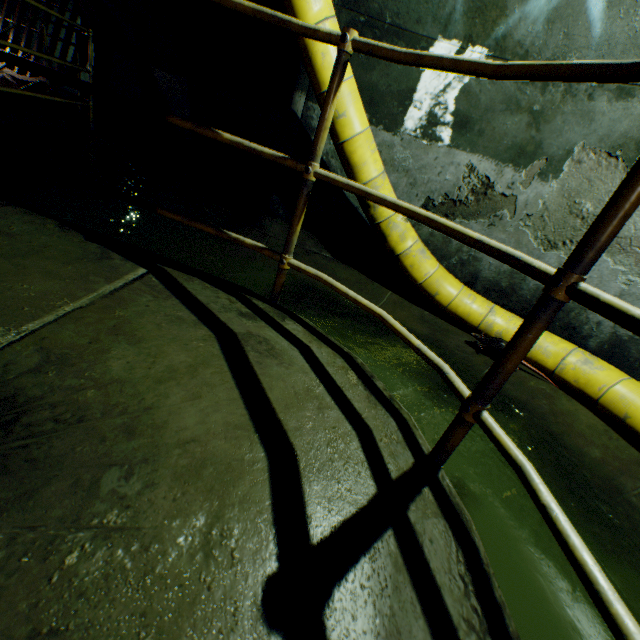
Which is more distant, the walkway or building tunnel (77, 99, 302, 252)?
building tunnel (77, 99, 302, 252)

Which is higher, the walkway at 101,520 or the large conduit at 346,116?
the large conduit at 346,116

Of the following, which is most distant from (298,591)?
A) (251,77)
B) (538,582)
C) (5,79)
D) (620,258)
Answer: (5,79)

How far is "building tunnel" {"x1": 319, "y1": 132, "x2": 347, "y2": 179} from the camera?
4.3m

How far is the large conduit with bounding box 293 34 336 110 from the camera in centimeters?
298cm

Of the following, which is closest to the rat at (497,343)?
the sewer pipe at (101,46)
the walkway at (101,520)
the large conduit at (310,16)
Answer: the large conduit at (310,16)

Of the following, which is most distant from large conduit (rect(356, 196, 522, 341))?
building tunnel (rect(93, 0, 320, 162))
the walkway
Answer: the walkway

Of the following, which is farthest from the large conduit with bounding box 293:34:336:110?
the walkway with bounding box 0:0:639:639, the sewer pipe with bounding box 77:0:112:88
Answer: the sewer pipe with bounding box 77:0:112:88
